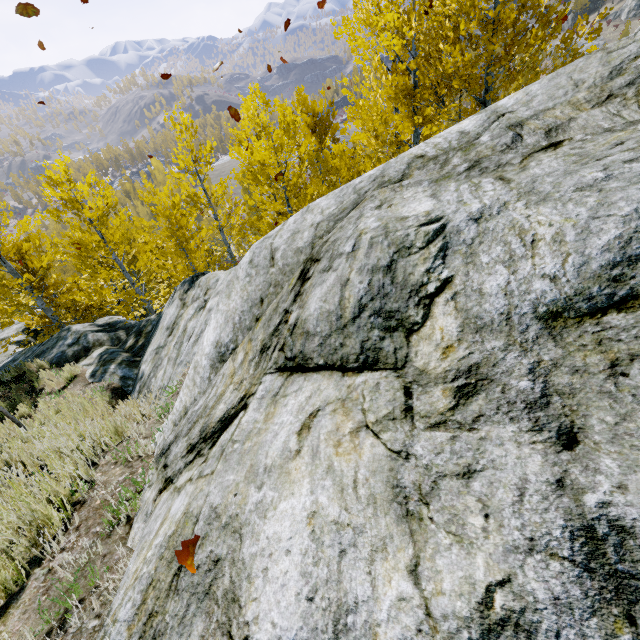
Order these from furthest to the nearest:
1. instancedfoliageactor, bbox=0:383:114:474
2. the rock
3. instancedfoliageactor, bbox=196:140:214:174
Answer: instancedfoliageactor, bbox=196:140:214:174 < instancedfoliageactor, bbox=0:383:114:474 < the rock

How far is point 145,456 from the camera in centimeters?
354cm

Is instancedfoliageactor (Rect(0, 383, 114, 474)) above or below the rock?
below

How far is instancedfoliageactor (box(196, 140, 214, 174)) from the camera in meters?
12.6

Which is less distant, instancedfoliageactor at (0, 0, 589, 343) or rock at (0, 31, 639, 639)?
rock at (0, 31, 639, 639)

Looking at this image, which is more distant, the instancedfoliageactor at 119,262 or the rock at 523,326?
the instancedfoliageactor at 119,262

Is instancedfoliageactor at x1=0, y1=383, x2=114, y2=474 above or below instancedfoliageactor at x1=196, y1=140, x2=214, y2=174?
below

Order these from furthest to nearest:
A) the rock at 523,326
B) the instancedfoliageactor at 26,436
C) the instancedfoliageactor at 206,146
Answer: the instancedfoliageactor at 206,146 → the instancedfoliageactor at 26,436 → the rock at 523,326
